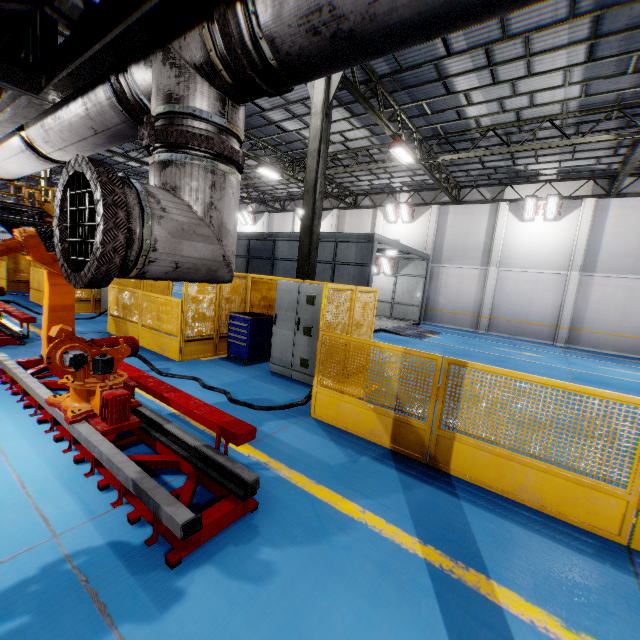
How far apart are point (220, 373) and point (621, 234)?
20.7 meters

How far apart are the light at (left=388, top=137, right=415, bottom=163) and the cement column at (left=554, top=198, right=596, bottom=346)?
10.5 meters

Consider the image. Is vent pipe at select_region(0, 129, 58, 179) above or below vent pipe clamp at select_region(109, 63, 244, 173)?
above

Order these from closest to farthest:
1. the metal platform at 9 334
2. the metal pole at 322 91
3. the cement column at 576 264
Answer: the metal platform at 9 334, the metal pole at 322 91, the cement column at 576 264

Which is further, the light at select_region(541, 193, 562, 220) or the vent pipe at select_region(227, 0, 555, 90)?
the light at select_region(541, 193, 562, 220)

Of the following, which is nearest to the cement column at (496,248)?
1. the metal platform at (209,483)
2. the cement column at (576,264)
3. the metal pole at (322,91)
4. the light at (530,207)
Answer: the light at (530,207)

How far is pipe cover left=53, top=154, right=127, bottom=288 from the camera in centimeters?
131cm

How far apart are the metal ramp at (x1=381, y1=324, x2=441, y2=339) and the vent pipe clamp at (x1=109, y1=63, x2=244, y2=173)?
14.0 meters
